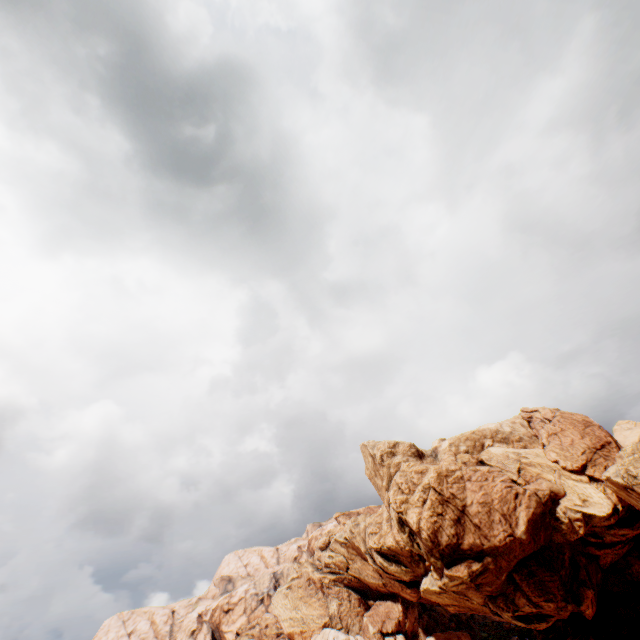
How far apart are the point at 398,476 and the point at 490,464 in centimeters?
1617cm
